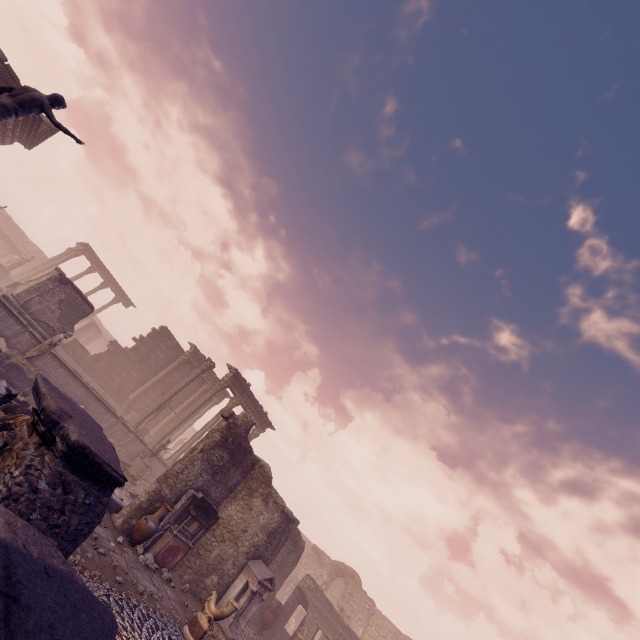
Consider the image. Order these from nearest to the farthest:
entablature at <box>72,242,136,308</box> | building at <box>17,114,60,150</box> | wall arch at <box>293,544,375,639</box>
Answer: building at <box>17,114,60,150</box> < wall arch at <box>293,544,375,639</box> < entablature at <box>72,242,136,308</box>

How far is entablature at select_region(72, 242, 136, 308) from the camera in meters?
30.8 m

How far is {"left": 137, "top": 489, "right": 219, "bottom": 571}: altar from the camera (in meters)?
10.44

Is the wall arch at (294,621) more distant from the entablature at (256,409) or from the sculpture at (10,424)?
the sculpture at (10,424)

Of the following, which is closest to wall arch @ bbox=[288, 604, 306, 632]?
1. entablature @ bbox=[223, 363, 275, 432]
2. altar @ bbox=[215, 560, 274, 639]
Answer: entablature @ bbox=[223, 363, 275, 432]

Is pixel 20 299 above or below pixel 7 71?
below

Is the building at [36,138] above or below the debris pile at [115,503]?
above

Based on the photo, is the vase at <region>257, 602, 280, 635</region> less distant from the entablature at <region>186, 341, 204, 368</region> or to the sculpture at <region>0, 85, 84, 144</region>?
the entablature at <region>186, 341, 204, 368</region>
